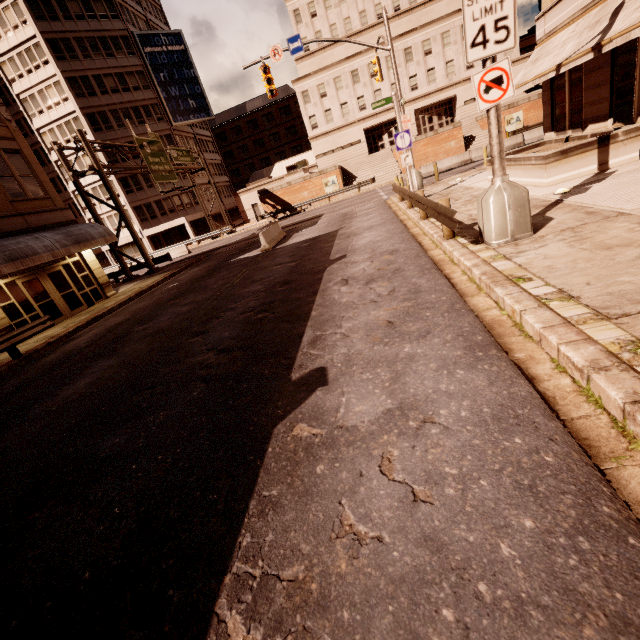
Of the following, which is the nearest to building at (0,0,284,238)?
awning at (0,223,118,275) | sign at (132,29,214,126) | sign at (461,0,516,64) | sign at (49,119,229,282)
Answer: sign at (132,29,214,126)

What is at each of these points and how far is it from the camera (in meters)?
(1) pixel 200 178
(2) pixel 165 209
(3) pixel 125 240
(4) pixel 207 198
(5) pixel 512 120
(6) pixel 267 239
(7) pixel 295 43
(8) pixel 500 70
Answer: (1) building, 49.41
(2) building, 45.38
(3) building, 44.81
(4) building, 50.12
(5) sign, 34.16
(6) barrier, 17.94
(7) sign, 17.83
(8) sign, 5.72

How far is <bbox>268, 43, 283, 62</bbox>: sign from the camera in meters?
18.0 m

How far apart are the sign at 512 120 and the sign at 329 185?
18.66m

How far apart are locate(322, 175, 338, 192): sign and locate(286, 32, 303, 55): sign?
20.6m

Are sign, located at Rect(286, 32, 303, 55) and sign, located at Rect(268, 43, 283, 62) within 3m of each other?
yes

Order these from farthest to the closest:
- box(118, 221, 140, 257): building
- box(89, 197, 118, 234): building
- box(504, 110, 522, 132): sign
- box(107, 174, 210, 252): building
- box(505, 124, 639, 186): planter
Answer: box(118, 221, 140, 257): building < box(89, 197, 118, 234): building < box(107, 174, 210, 252): building < box(504, 110, 522, 132): sign < box(505, 124, 639, 186): planter

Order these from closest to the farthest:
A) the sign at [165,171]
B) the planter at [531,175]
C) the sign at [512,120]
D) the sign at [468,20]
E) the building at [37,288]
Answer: the sign at [468,20], the planter at [531,175], the building at [37,288], the sign at [165,171], the sign at [512,120]
